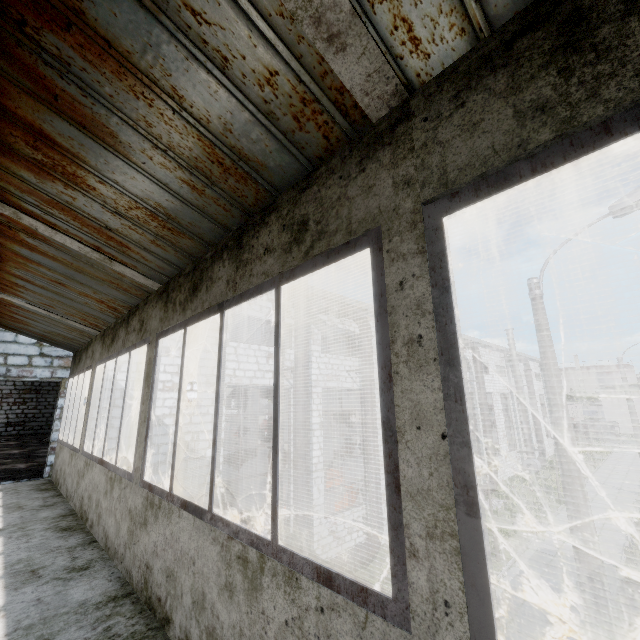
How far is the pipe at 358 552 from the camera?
11.3 meters

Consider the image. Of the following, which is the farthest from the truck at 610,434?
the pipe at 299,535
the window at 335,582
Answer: the window at 335,582

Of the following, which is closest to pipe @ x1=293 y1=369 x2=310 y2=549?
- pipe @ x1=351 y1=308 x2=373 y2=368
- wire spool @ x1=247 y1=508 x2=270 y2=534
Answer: pipe @ x1=351 y1=308 x2=373 y2=368

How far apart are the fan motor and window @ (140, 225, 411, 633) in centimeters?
3314cm

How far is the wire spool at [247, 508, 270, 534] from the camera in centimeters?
1344cm

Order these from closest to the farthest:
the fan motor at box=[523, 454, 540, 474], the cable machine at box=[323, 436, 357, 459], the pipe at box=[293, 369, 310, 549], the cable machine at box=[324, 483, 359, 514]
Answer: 1. the pipe at box=[293, 369, 310, 549]
2. the cable machine at box=[324, 483, 359, 514]
3. the fan motor at box=[523, 454, 540, 474]
4. the cable machine at box=[323, 436, 357, 459]

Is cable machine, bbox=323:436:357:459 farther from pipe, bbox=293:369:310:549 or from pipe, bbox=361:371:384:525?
pipe, bbox=293:369:310:549

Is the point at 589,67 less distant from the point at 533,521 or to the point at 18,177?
the point at 18,177
